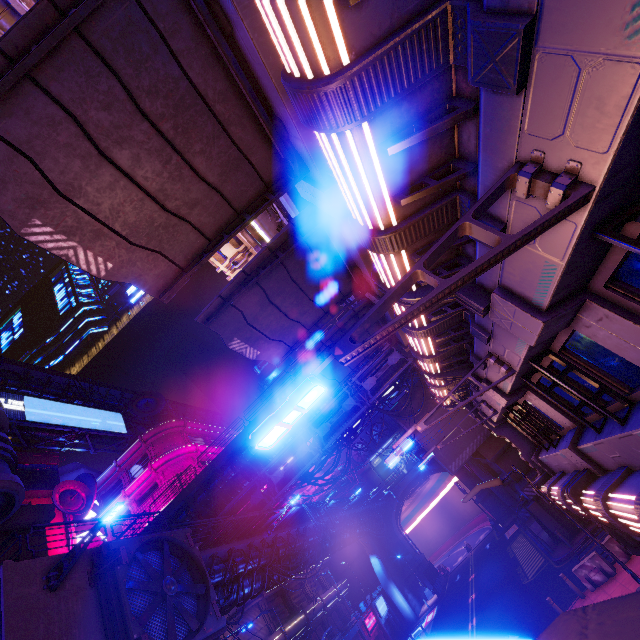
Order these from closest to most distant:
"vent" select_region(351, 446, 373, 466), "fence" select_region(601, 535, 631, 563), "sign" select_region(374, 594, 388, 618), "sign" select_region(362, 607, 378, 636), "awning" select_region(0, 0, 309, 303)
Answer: "awning" select_region(0, 0, 309, 303) < "fence" select_region(601, 535, 631, 563) < "sign" select_region(362, 607, 378, 636) < "sign" select_region(374, 594, 388, 618) < "vent" select_region(351, 446, 373, 466)

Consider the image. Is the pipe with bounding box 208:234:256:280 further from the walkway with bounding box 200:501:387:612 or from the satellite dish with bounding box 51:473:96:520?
the satellite dish with bounding box 51:473:96:520

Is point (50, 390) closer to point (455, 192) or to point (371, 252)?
point (371, 252)

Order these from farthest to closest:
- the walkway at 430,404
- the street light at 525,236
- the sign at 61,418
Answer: the sign at 61,418, the walkway at 430,404, the street light at 525,236

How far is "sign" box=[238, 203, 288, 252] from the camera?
11.98m

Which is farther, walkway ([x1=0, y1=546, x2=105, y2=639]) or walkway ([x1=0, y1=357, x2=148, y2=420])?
walkway ([x1=0, y1=357, x2=148, y2=420])

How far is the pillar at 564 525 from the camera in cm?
2167

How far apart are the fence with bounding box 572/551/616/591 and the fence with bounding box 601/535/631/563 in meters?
0.3
